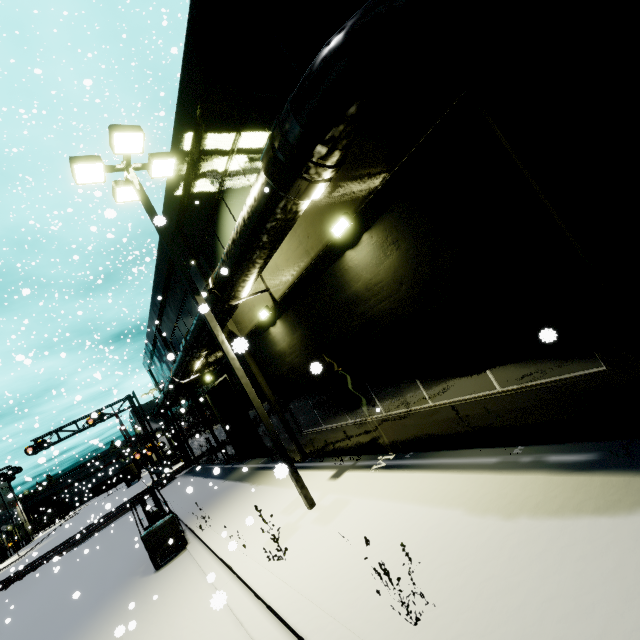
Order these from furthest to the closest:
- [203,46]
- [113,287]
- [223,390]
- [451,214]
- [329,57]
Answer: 1. [113,287]
2. [223,390]
3. [203,46]
4. [451,214]
5. [329,57]

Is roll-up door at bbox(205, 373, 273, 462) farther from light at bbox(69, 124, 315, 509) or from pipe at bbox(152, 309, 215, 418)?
light at bbox(69, 124, 315, 509)

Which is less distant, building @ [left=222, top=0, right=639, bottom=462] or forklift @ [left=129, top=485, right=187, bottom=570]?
building @ [left=222, top=0, right=639, bottom=462]

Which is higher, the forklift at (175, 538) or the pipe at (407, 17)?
the pipe at (407, 17)

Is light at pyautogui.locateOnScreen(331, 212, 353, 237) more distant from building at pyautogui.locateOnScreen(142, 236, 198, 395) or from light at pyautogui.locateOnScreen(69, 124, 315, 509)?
light at pyautogui.locateOnScreen(69, 124, 315, 509)

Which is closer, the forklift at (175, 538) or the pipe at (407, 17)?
the pipe at (407, 17)

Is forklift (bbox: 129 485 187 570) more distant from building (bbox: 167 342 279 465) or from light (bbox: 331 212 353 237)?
light (bbox: 331 212 353 237)

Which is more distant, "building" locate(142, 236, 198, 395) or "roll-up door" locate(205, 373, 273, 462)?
"roll-up door" locate(205, 373, 273, 462)
